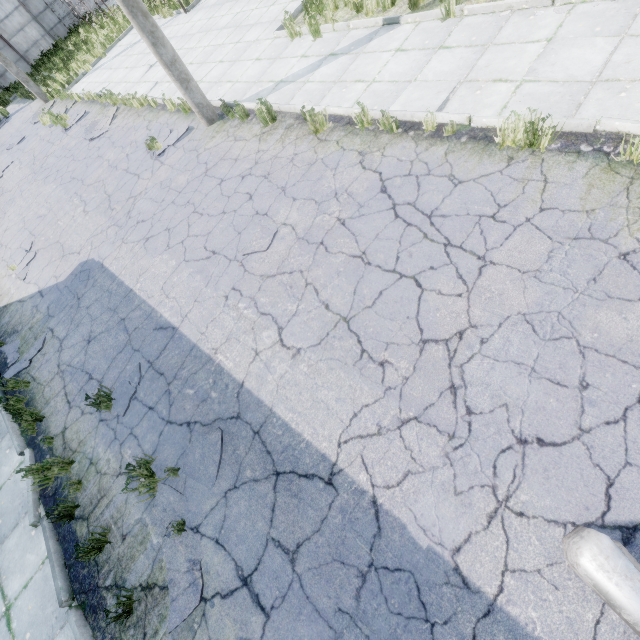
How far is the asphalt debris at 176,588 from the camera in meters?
3.6 m

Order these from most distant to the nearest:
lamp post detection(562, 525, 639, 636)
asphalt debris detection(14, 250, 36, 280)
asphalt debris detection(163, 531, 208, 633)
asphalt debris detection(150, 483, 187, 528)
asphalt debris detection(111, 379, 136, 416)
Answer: asphalt debris detection(14, 250, 36, 280) → asphalt debris detection(111, 379, 136, 416) → asphalt debris detection(150, 483, 187, 528) → asphalt debris detection(163, 531, 208, 633) → lamp post detection(562, 525, 639, 636)

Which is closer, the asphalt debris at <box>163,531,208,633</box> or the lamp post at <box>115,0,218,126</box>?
the asphalt debris at <box>163,531,208,633</box>

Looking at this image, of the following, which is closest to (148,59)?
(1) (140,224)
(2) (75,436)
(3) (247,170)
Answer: (1) (140,224)

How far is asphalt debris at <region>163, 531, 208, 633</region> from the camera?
3.6m

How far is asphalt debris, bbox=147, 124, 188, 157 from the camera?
9.3 meters

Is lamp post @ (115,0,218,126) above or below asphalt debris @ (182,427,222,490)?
above

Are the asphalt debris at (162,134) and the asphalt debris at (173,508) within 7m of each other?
no
